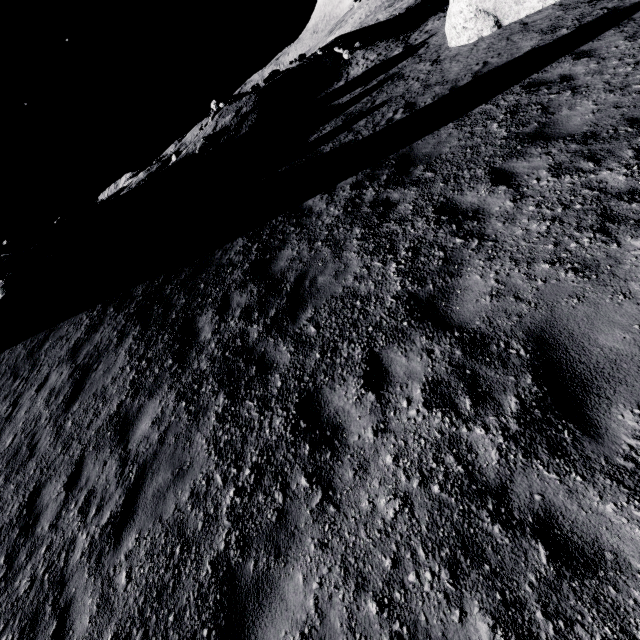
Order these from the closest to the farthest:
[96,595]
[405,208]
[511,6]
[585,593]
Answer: [585,593], [96,595], [405,208], [511,6]

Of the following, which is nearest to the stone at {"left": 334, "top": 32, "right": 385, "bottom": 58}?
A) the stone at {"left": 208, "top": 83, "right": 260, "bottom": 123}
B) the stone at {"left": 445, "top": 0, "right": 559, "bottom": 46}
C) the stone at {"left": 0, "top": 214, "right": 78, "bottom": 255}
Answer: the stone at {"left": 445, "top": 0, "right": 559, "bottom": 46}

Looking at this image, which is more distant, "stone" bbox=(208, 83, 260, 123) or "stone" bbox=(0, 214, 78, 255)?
"stone" bbox=(208, 83, 260, 123)

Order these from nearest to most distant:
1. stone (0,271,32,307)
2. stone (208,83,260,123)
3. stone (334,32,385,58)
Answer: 1. stone (0,271,32,307)
2. stone (334,32,385,58)
3. stone (208,83,260,123)

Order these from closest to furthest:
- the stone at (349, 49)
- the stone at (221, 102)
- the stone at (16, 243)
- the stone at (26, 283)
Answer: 1. the stone at (26, 283)
2. the stone at (16, 243)
3. the stone at (349, 49)
4. the stone at (221, 102)

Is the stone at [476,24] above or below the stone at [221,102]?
below

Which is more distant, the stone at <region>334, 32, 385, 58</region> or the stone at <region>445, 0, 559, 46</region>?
the stone at <region>334, 32, 385, 58</region>

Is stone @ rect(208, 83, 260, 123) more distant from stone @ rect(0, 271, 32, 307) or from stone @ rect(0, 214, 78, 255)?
stone @ rect(0, 271, 32, 307)
